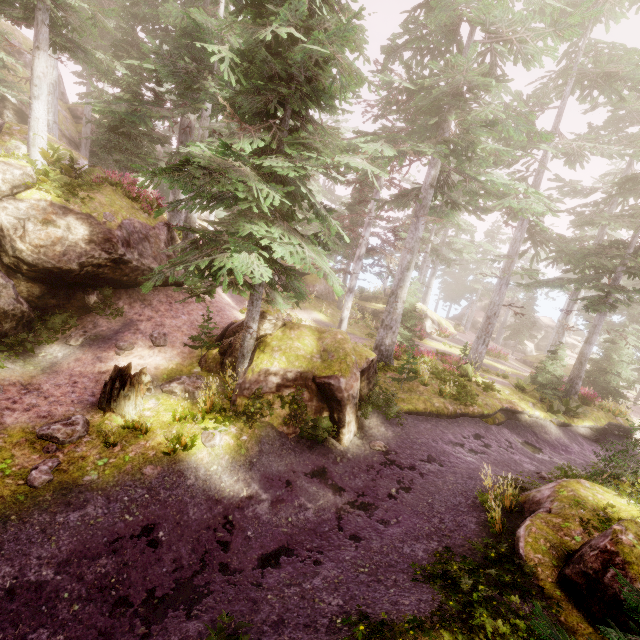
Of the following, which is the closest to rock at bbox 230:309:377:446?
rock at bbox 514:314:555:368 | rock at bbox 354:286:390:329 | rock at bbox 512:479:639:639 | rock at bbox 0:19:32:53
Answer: rock at bbox 0:19:32:53

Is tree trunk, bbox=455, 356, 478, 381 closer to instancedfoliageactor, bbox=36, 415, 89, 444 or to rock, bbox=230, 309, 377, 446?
instancedfoliageactor, bbox=36, 415, 89, 444

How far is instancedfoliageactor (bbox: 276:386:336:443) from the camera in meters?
10.1

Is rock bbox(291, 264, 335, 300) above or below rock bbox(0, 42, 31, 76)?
below

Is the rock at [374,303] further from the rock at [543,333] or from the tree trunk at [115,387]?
the tree trunk at [115,387]

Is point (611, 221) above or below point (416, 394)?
above

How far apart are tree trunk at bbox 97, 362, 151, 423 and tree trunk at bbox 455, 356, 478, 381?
15.11m

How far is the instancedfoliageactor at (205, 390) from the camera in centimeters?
891cm
